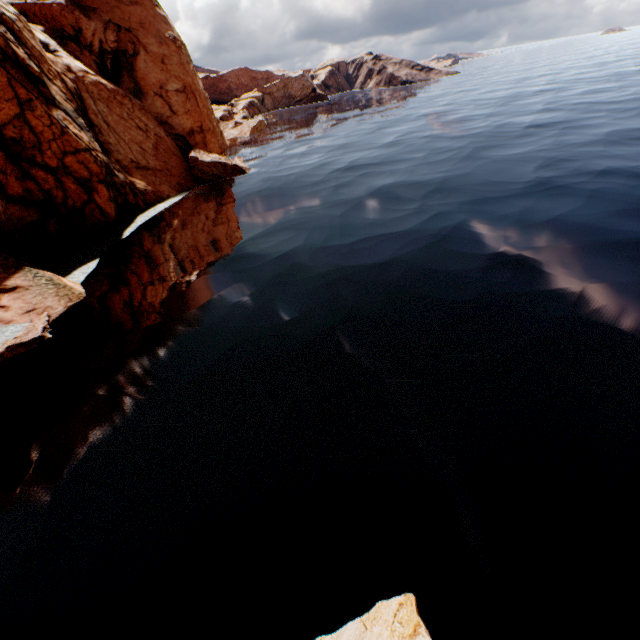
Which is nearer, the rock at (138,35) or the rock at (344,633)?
the rock at (344,633)

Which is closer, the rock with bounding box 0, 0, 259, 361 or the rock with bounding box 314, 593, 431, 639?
the rock with bounding box 314, 593, 431, 639

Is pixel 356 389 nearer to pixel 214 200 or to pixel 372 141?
pixel 214 200

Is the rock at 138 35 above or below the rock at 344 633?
above

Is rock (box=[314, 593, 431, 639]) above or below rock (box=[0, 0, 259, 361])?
below
